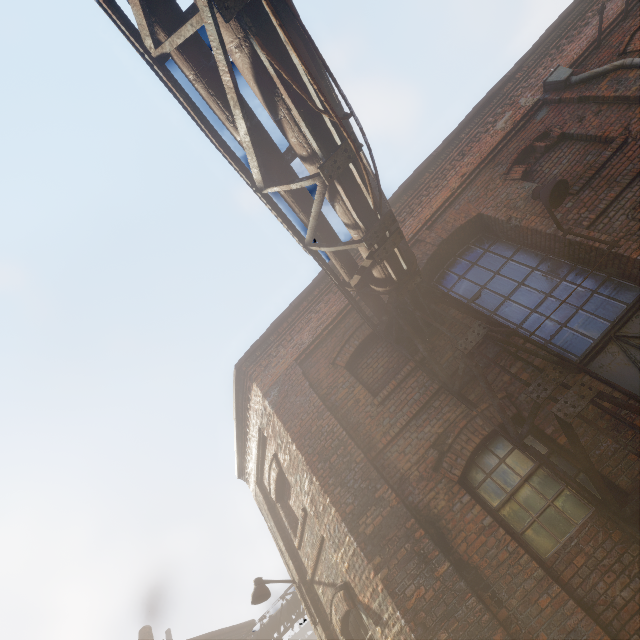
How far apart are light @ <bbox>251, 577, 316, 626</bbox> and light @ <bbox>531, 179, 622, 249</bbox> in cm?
849

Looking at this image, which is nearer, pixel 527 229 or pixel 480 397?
pixel 480 397

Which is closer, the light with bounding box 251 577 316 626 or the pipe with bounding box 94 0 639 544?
the pipe with bounding box 94 0 639 544

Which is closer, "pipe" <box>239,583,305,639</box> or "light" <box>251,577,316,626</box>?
"light" <box>251,577,316,626</box>

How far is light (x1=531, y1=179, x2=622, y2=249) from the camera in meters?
4.8 m

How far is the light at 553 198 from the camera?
4.8 meters

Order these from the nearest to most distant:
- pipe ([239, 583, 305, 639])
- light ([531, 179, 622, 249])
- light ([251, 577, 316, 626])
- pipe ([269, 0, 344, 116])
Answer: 1. pipe ([269, 0, 344, 116])
2. light ([531, 179, 622, 249])
3. light ([251, 577, 316, 626])
4. pipe ([239, 583, 305, 639])

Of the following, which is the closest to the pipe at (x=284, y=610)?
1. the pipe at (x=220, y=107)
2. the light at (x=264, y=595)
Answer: the light at (x=264, y=595)
